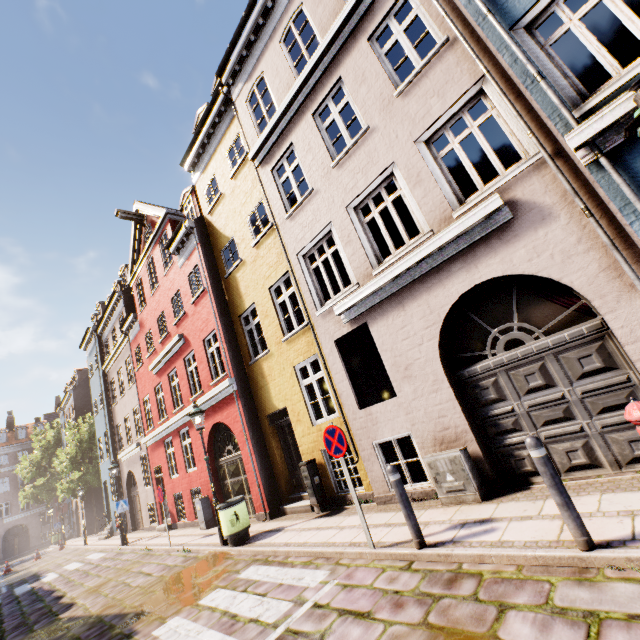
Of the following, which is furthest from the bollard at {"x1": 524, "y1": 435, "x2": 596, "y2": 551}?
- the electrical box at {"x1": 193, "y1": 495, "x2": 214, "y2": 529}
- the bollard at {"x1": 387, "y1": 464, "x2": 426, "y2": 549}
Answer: the electrical box at {"x1": 193, "y1": 495, "x2": 214, "y2": 529}

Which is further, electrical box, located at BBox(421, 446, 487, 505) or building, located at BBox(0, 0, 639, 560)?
electrical box, located at BBox(421, 446, 487, 505)

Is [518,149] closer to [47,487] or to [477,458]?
[477,458]

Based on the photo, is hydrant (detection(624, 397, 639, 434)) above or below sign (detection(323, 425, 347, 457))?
below

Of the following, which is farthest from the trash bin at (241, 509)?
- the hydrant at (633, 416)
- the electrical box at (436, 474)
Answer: the hydrant at (633, 416)

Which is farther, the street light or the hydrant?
the street light

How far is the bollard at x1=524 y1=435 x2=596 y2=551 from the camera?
3.21m

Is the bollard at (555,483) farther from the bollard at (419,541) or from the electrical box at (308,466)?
the electrical box at (308,466)
